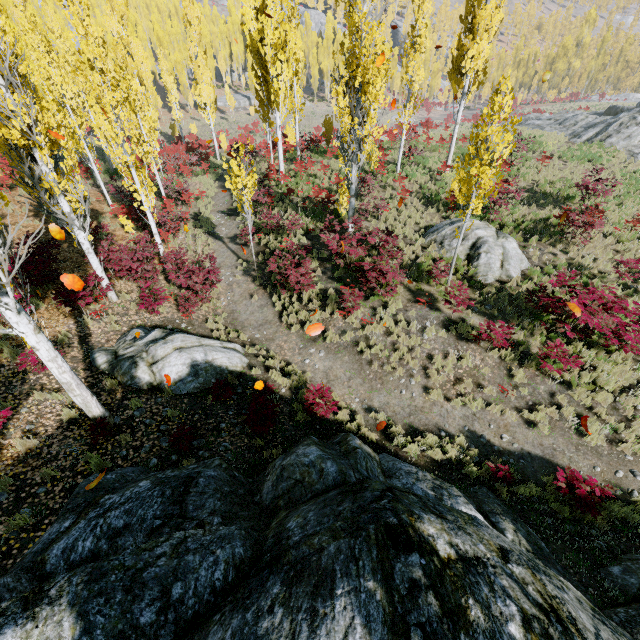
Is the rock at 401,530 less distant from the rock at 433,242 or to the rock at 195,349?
the rock at 195,349

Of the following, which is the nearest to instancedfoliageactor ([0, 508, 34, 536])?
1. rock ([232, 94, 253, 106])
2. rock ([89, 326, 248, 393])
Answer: rock ([232, 94, 253, 106])

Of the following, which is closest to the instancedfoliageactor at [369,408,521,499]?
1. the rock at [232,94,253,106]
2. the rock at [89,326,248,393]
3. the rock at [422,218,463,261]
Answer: the rock at [232,94,253,106]

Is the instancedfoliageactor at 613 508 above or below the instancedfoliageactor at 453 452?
above

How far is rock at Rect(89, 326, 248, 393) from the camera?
8.4 meters

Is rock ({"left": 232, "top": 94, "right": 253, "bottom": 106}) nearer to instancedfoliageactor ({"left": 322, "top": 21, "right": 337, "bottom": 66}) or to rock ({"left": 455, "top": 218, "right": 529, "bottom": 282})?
instancedfoliageactor ({"left": 322, "top": 21, "right": 337, "bottom": 66})

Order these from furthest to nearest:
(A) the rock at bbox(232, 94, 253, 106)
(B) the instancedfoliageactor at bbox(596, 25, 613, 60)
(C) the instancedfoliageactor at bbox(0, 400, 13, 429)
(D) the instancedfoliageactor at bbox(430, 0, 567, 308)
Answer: (A) the rock at bbox(232, 94, 253, 106) → (B) the instancedfoliageactor at bbox(596, 25, 613, 60) → (D) the instancedfoliageactor at bbox(430, 0, 567, 308) → (C) the instancedfoliageactor at bbox(0, 400, 13, 429)

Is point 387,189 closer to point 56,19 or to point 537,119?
point 537,119
